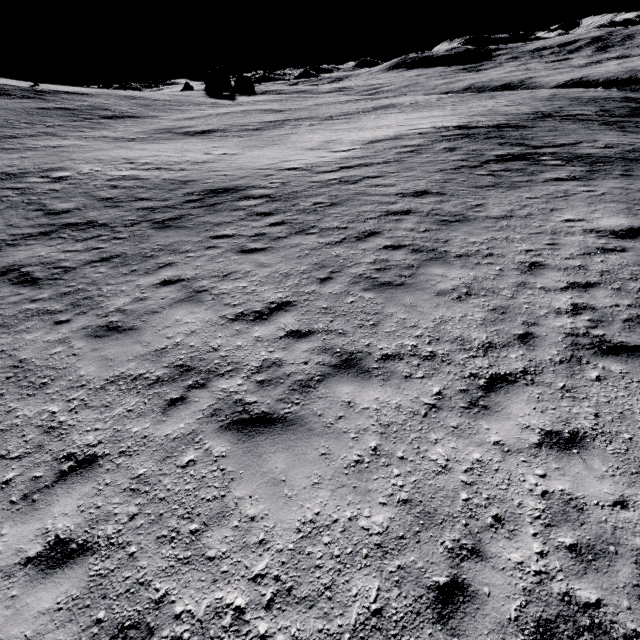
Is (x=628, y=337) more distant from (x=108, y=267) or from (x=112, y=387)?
(x=108, y=267)
